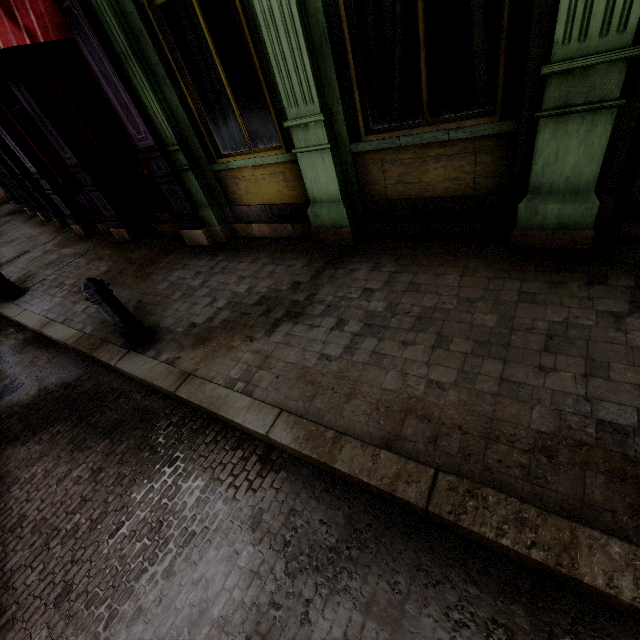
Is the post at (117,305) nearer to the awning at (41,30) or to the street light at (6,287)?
the awning at (41,30)

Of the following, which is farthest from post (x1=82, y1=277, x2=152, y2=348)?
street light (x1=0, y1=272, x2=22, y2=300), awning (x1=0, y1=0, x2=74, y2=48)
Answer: street light (x1=0, y1=272, x2=22, y2=300)

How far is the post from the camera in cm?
349

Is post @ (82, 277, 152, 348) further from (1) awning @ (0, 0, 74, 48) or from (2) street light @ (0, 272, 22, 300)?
(2) street light @ (0, 272, 22, 300)

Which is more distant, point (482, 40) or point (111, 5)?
point (111, 5)

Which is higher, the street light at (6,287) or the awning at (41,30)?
the awning at (41,30)
